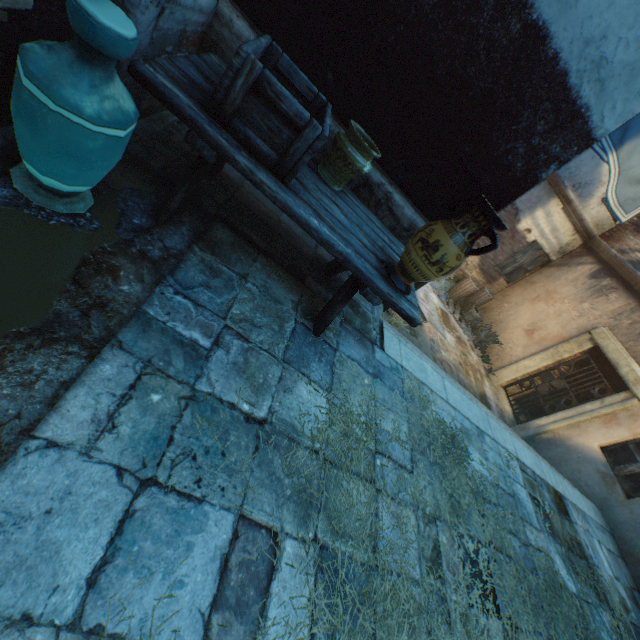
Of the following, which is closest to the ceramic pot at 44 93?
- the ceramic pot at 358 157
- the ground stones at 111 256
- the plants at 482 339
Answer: the ground stones at 111 256

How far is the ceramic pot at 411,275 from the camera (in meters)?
2.03

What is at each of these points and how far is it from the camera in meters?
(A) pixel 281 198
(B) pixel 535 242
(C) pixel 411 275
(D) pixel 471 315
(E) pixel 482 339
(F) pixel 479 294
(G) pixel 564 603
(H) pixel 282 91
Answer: (A) table, 1.9 m
(B) building, 9.6 m
(C) ceramic pot, 2.3 m
(D) bucket, 9.7 m
(E) plants, 9.4 m
(F) wicker basket, 9.9 m
(G) straw, 3.1 m
(H) wooden crate, 1.6 m

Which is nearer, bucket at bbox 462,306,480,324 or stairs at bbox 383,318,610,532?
stairs at bbox 383,318,610,532

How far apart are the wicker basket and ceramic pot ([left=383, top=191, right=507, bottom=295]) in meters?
8.0 m

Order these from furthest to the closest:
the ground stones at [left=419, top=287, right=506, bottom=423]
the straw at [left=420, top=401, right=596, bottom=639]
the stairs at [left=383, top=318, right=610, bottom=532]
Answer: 1. the ground stones at [left=419, top=287, right=506, bottom=423]
2. the stairs at [left=383, top=318, right=610, bottom=532]
3. the straw at [left=420, top=401, right=596, bottom=639]

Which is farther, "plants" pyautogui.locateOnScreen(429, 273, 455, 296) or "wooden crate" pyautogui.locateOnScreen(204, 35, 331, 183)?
"plants" pyautogui.locateOnScreen(429, 273, 455, 296)

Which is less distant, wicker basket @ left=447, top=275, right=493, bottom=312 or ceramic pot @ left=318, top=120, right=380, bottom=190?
ceramic pot @ left=318, top=120, right=380, bottom=190
